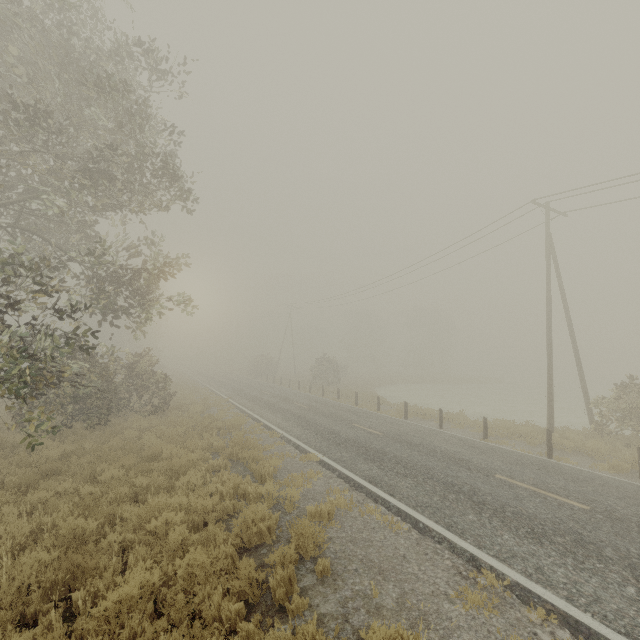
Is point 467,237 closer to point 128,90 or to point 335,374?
point 128,90

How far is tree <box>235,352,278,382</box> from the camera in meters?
48.3

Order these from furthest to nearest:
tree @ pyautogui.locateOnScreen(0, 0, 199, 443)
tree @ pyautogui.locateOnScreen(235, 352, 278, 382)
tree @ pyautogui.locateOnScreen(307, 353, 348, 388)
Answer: tree @ pyautogui.locateOnScreen(235, 352, 278, 382) < tree @ pyautogui.locateOnScreen(307, 353, 348, 388) < tree @ pyautogui.locateOnScreen(0, 0, 199, 443)

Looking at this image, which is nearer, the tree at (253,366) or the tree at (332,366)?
the tree at (332,366)

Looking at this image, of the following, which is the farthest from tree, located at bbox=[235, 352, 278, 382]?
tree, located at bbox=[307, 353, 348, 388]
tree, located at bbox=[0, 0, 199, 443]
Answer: tree, located at bbox=[0, 0, 199, 443]

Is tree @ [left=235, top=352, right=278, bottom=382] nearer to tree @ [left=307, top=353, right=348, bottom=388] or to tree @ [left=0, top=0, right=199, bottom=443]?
tree @ [left=307, top=353, right=348, bottom=388]

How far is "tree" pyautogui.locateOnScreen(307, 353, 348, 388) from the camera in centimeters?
3530cm

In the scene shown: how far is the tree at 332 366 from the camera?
35.30m
